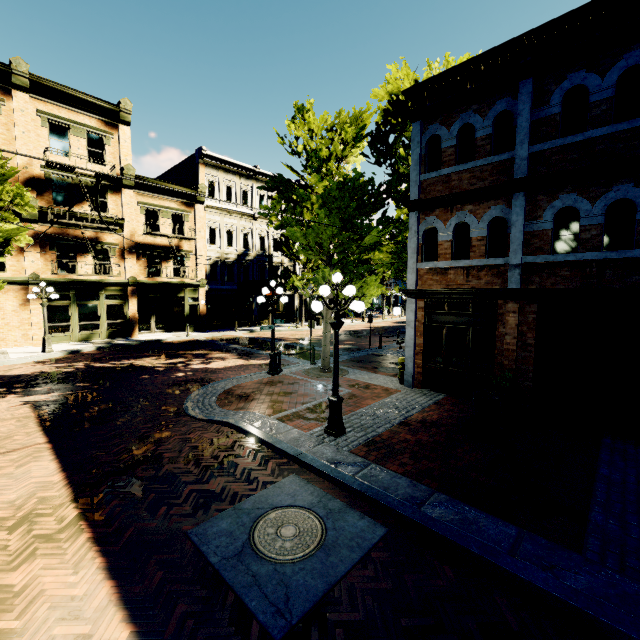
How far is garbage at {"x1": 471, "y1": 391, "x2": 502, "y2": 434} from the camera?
7.3 meters

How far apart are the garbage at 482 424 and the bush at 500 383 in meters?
0.4 m

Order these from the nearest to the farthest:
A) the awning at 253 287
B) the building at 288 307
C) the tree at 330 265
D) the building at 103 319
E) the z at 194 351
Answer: the z at 194 351, the tree at 330 265, the building at 103 319, the awning at 253 287, the building at 288 307

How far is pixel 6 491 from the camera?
5.45m

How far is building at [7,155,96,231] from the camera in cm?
1767

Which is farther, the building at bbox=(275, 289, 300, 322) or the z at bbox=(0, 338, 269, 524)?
the building at bbox=(275, 289, 300, 322)

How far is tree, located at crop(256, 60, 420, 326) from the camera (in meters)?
10.98

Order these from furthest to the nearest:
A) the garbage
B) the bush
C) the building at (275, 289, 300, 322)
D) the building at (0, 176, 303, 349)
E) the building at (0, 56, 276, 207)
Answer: the building at (275, 289, 300, 322) → the building at (0, 176, 303, 349) → the building at (0, 56, 276, 207) → the bush → the garbage
